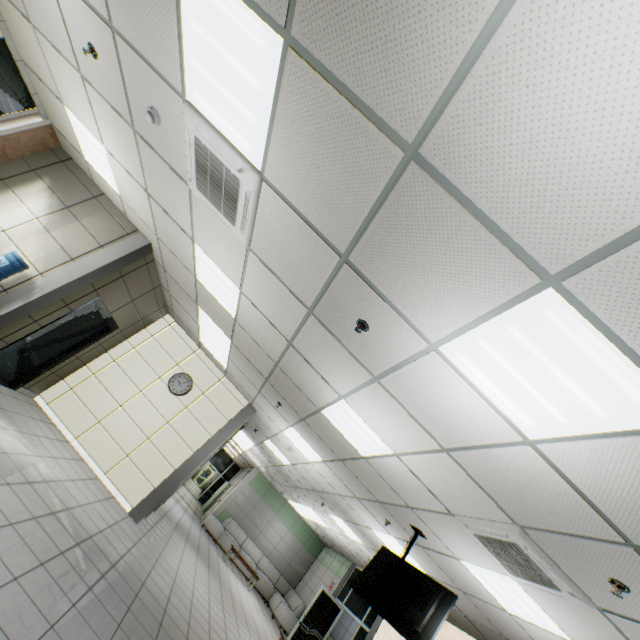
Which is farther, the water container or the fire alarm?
the water container

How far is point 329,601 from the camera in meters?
11.1

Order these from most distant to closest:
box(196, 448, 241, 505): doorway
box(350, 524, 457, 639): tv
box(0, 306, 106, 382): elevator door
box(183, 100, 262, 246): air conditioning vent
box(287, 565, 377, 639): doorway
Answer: box(196, 448, 241, 505): doorway
box(287, 565, 377, 639): doorway
box(0, 306, 106, 382): elevator door
box(350, 524, 457, 639): tv
box(183, 100, 262, 246): air conditioning vent

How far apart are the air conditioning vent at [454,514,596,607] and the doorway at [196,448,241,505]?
21.3 meters

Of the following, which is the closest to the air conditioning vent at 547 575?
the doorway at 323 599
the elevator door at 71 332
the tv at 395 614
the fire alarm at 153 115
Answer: the tv at 395 614

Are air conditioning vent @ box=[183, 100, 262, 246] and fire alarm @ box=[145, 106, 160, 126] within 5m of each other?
yes

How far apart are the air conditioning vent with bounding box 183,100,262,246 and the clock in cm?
554

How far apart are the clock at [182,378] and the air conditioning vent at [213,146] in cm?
554
